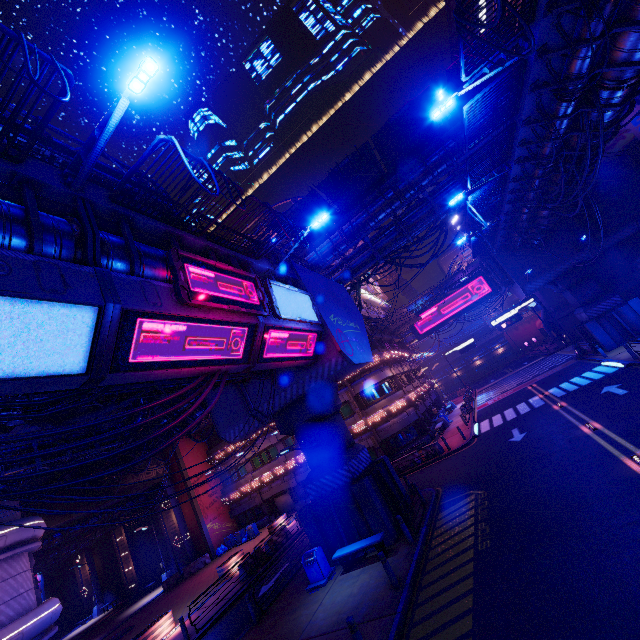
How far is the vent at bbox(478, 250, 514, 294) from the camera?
30.1m

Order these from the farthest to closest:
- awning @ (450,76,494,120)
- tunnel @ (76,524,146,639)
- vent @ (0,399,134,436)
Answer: tunnel @ (76,524,146,639) → awning @ (450,76,494,120) → vent @ (0,399,134,436)

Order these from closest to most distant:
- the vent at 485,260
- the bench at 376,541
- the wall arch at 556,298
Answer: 1. the bench at 376,541
2. the vent at 485,260
3. the wall arch at 556,298

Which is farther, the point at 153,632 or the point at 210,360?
the point at 153,632

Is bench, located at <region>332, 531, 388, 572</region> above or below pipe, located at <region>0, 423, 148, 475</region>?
below

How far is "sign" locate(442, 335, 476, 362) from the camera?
48.2m

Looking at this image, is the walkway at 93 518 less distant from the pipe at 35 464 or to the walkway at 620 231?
the pipe at 35 464

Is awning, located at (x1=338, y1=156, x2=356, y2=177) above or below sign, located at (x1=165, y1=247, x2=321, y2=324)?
above
